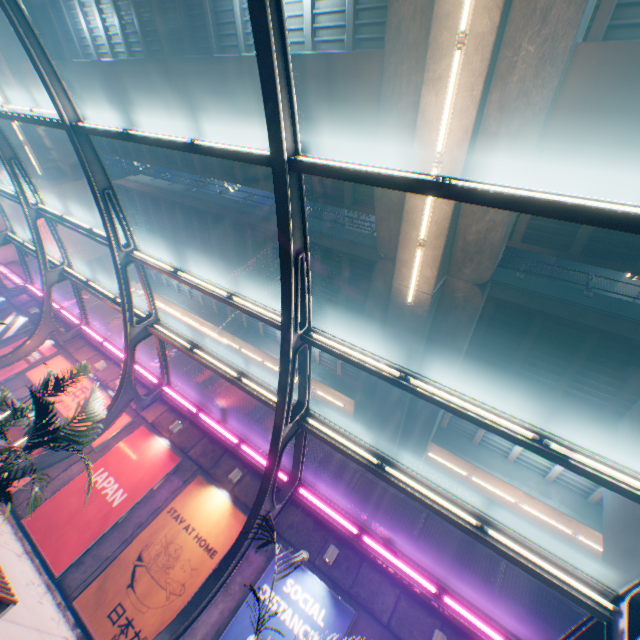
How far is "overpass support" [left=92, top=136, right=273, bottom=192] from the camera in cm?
1716

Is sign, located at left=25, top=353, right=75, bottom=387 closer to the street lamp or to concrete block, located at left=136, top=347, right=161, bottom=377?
concrete block, located at left=136, top=347, right=161, bottom=377

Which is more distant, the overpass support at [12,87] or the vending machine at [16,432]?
the overpass support at [12,87]

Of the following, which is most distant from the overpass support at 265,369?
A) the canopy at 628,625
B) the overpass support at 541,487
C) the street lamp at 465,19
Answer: the canopy at 628,625

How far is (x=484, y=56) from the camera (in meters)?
7.19

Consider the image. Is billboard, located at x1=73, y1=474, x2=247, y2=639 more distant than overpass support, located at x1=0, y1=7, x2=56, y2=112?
No

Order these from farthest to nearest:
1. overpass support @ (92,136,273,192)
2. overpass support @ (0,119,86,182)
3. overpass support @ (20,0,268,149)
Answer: overpass support @ (0,119,86,182) < overpass support @ (92,136,273,192) < overpass support @ (20,0,268,149)

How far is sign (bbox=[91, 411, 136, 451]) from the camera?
12.4 meters
